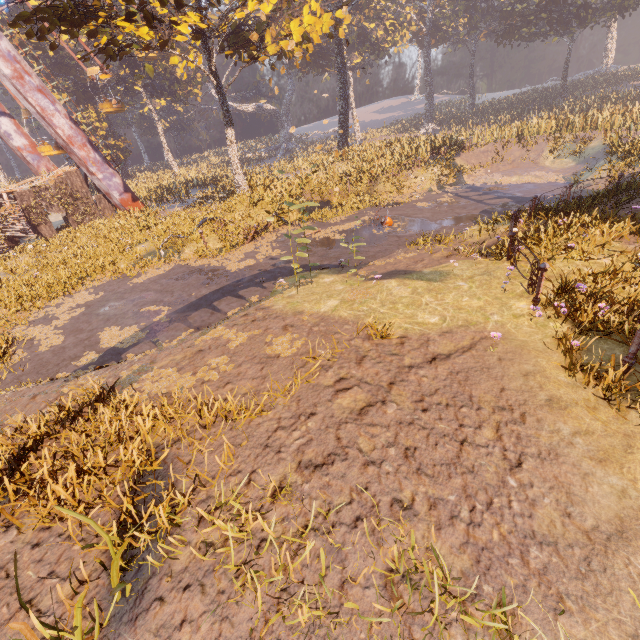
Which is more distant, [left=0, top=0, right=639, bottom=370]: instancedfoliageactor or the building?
the building

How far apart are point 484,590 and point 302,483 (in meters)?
2.01

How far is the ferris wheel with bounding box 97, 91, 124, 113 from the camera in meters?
23.1 m

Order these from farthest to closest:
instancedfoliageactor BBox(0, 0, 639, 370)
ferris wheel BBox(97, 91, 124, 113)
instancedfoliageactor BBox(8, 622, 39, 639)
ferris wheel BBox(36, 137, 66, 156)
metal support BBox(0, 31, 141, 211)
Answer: ferris wheel BBox(97, 91, 124, 113) → ferris wheel BBox(36, 137, 66, 156) → metal support BBox(0, 31, 141, 211) → instancedfoliageactor BBox(0, 0, 639, 370) → instancedfoliageactor BBox(8, 622, 39, 639)

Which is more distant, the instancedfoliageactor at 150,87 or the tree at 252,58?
the instancedfoliageactor at 150,87

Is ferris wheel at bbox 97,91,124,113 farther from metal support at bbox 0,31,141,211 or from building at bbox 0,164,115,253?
building at bbox 0,164,115,253

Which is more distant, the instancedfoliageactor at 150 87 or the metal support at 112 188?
the metal support at 112 188

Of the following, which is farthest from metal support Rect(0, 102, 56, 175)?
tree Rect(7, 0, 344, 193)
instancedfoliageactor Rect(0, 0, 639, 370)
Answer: instancedfoliageactor Rect(0, 0, 639, 370)
